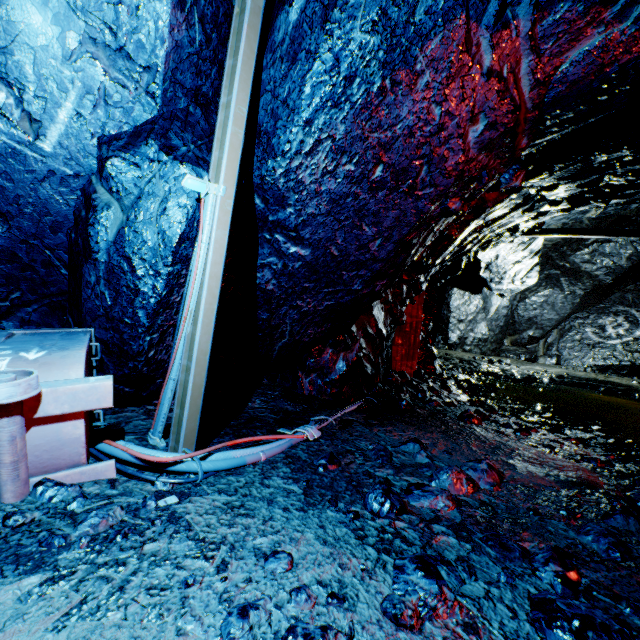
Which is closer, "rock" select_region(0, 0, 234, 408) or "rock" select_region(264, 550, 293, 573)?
"rock" select_region(264, 550, 293, 573)

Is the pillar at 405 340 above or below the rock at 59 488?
above

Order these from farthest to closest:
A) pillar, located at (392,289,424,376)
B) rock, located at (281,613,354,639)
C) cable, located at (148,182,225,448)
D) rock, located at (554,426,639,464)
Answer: pillar, located at (392,289,424,376), rock, located at (554,426,639,464), cable, located at (148,182,225,448), rock, located at (281,613,354,639)

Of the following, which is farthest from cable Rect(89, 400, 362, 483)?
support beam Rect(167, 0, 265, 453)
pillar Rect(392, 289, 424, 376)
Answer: pillar Rect(392, 289, 424, 376)

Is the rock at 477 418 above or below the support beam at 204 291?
below

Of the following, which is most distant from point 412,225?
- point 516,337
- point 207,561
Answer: point 516,337

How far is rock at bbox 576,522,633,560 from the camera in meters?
1.7

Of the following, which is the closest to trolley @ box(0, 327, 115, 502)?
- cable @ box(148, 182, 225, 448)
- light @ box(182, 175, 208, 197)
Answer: cable @ box(148, 182, 225, 448)
